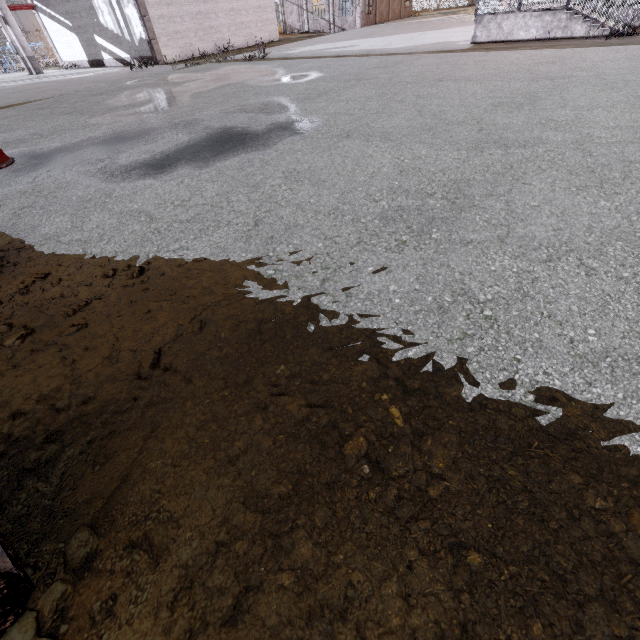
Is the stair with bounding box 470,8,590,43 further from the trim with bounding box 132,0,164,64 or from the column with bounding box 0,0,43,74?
the column with bounding box 0,0,43,74

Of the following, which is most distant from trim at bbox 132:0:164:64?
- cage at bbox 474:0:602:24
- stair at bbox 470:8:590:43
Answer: stair at bbox 470:8:590:43

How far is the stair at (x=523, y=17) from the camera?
11.1m

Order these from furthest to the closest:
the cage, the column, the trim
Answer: the column → the trim → the cage

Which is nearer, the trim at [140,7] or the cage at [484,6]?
the cage at [484,6]

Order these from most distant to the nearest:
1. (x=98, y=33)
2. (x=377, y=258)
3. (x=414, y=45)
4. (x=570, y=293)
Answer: (x=98, y=33), (x=414, y=45), (x=377, y=258), (x=570, y=293)

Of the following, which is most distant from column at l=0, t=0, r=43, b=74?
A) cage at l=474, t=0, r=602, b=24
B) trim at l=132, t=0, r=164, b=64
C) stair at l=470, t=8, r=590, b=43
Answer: stair at l=470, t=8, r=590, b=43

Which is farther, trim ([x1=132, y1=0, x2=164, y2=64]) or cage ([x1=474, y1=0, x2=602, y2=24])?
trim ([x1=132, y1=0, x2=164, y2=64])
